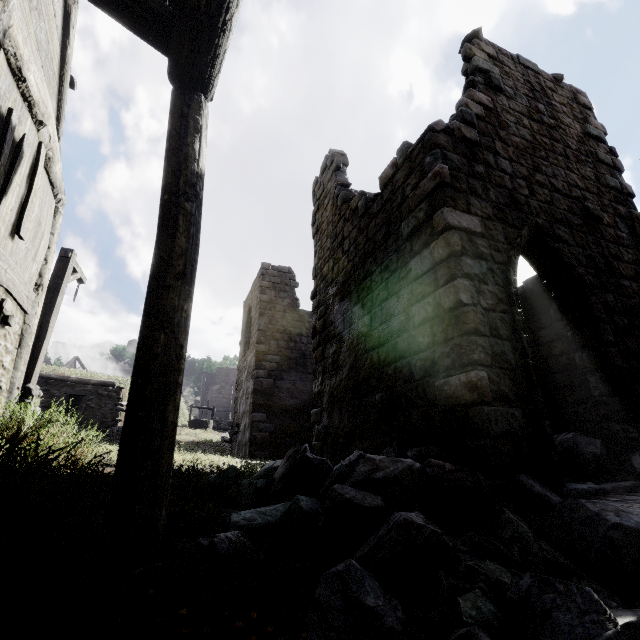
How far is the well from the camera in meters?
27.1 m

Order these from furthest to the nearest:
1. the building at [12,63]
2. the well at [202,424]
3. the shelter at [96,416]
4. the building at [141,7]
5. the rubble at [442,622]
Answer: the well at [202,424]
the shelter at [96,416]
the building at [12,63]
the building at [141,7]
the rubble at [442,622]

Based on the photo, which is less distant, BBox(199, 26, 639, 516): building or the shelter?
BBox(199, 26, 639, 516): building

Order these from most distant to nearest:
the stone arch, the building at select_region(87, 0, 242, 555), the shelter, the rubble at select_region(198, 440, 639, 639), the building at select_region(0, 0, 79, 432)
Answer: the stone arch → the shelter → the building at select_region(0, 0, 79, 432) → the building at select_region(87, 0, 242, 555) → the rubble at select_region(198, 440, 639, 639)

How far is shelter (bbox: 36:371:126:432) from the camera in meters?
5.1 m

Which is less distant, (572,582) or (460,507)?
(572,582)

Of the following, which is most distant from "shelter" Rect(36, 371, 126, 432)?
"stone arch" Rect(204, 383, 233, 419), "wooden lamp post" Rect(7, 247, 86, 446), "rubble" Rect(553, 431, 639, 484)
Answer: "stone arch" Rect(204, 383, 233, 419)

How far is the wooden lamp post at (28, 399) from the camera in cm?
453
